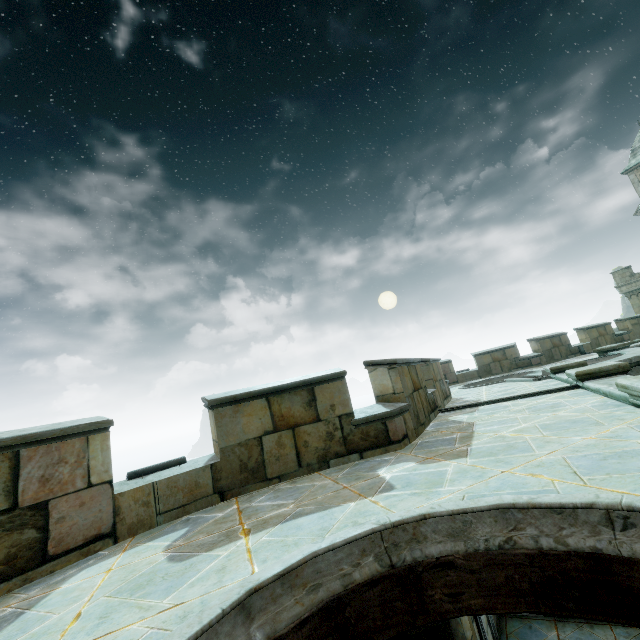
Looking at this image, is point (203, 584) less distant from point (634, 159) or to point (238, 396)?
point (238, 396)

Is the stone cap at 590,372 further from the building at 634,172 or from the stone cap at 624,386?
the building at 634,172

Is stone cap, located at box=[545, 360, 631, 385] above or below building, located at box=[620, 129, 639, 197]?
below

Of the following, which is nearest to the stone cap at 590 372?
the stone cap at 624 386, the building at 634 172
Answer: the stone cap at 624 386

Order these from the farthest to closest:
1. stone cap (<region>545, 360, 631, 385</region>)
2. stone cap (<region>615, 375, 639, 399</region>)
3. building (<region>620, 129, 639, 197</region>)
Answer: building (<region>620, 129, 639, 197</region>), stone cap (<region>545, 360, 631, 385</region>), stone cap (<region>615, 375, 639, 399</region>)

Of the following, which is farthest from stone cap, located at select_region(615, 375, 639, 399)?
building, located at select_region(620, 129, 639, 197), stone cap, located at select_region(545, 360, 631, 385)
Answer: building, located at select_region(620, 129, 639, 197)

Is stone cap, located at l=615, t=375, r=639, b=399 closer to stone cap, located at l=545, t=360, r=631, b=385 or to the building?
stone cap, located at l=545, t=360, r=631, b=385
